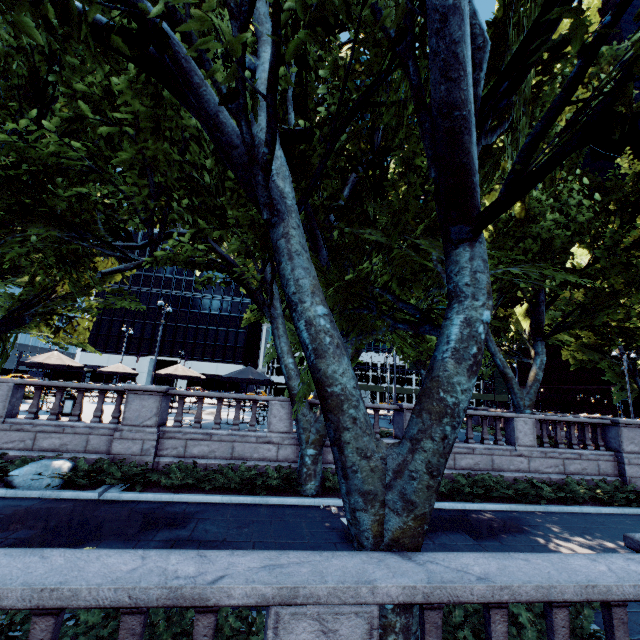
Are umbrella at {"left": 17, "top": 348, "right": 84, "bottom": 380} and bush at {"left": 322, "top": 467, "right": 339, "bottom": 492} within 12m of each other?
no

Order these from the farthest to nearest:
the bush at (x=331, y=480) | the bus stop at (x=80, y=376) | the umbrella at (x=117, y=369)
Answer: the bus stop at (x=80, y=376) < the umbrella at (x=117, y=369) < the bush at (x=331, y=480)

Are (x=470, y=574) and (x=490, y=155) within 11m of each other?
yes

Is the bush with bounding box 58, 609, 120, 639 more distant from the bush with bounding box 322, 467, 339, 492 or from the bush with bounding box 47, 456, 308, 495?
the bush with bounding box 322, 467, 339, 492

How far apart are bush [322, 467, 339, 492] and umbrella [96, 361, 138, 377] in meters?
19.2 m

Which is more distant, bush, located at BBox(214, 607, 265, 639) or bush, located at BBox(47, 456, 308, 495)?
bush, located at BBox(47, 456, 308, 495)

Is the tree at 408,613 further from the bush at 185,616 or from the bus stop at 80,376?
the bus stop at 80,376

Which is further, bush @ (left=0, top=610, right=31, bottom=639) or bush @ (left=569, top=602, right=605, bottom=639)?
bush @ (left=569, top=602, right=605, bottom=639)
